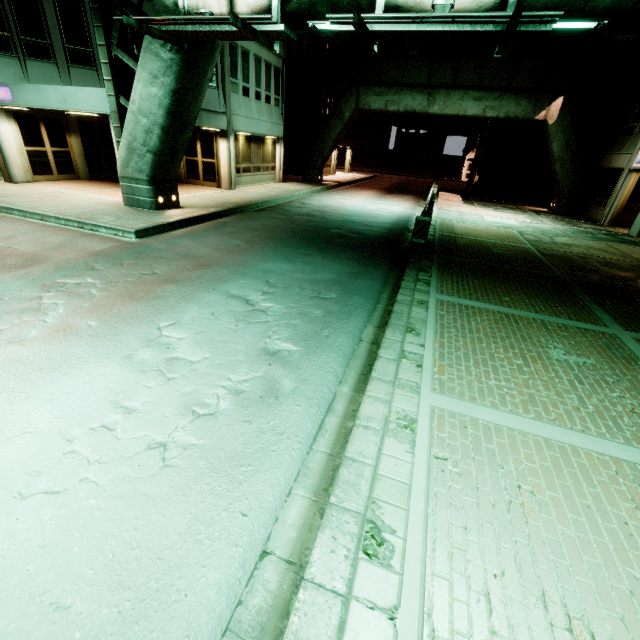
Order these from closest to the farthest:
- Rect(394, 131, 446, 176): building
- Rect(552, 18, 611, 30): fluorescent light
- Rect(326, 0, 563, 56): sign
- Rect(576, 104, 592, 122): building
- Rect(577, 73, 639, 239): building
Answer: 1. Rect(326, 0, 563, 56): sign
2. Rect(552, 18, 611, 30): fluorescent light
3. Rect(577, 73, 639, 239): building
4. Rect(576, 104, 592, 122): building
5. Rect(394, 131, 446, 176): building

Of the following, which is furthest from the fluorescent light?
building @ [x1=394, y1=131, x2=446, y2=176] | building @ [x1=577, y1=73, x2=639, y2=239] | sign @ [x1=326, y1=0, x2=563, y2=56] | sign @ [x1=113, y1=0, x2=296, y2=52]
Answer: building @ [x1=394, y1=131, x2=446, y2=176]

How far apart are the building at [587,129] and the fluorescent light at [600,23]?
20.90m

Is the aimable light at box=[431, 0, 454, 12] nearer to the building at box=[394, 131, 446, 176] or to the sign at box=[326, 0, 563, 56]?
the sign at box=[326, 0, 563, 56]

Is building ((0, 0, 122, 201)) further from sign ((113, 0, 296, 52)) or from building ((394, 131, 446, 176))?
building ((394, 131, 446, 176))

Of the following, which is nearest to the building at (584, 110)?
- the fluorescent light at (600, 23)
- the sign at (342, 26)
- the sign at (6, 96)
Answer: the fluorescent light at (600, 23)

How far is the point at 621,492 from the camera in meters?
3.0

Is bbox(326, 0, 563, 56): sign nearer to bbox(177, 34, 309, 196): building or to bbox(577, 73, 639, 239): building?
bbox(177, 34, 309, 196): building
